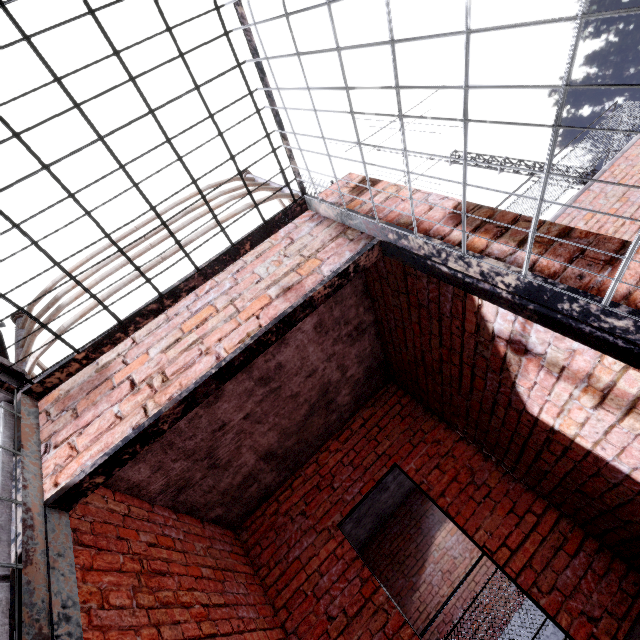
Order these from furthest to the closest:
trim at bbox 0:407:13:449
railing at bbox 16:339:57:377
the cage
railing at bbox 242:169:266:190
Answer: railing at bbox 242:169:266:190 → railing at bbox 16:339:57:377 → trim at bbox 0:407:13:449 → the cage

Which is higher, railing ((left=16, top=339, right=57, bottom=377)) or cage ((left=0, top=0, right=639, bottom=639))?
railing ((left=16, top=339, right=57, bottom=377))

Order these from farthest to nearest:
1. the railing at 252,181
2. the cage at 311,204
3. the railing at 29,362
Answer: the railing at 252,181 < the railing at 29,362 < the cage at 311,204

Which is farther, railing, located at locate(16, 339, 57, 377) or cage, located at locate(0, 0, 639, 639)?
railing, located at locate(16, 339, 57, 377)

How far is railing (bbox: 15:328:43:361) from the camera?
2.3 meters

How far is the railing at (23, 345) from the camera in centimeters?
230cm

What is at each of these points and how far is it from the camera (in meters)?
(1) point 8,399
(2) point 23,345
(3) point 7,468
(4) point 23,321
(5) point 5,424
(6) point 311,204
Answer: (1) trim, 1.78
(2) railing, 2.46
(3) trim, 1.47
(4) railing, 2.64
(5) trim, 1.64
(6) cage, 2.21
